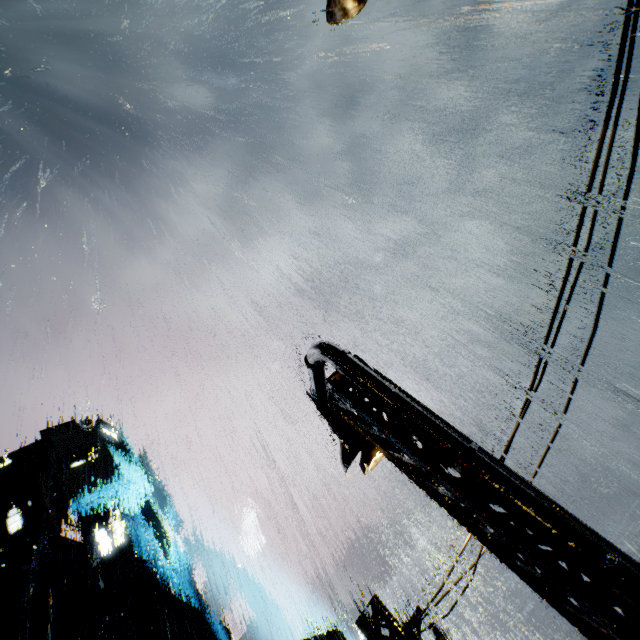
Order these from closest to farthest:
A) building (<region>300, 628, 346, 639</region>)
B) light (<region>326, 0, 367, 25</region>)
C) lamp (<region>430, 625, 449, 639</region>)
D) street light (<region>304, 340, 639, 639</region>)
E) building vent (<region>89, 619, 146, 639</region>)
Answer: street light (<region>304, 340, 639, 639</region>) → light (<region>326, 0, 367, 25</region>) → lamp (<region>430, 625, 449, 639</region>) → building vent (<region>89, 619, 146, 639</region>) → building (<region>300, 628, 346, 639</region>)

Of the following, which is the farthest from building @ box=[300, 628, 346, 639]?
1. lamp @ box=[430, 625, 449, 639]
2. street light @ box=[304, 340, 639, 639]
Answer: street light @ box=[304, 340, 639, 639]

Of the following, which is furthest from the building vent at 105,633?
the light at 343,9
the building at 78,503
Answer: the light at 343,9

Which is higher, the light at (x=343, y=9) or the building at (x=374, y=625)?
the light at (x=343, y=9)

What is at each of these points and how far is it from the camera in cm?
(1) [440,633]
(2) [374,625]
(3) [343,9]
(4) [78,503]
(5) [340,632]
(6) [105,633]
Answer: (1) lamp, 741
(2) building, 762
(3) light, 569
(4) building, 4769
(5) building, 4303
(6) building vent, 3384

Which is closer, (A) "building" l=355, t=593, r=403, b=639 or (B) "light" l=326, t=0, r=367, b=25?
(B) "light" l=326, t=0, r=367, b=25

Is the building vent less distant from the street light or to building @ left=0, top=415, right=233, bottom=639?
building @ left=0, top=415, right=233, bottom=639

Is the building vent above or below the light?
above
